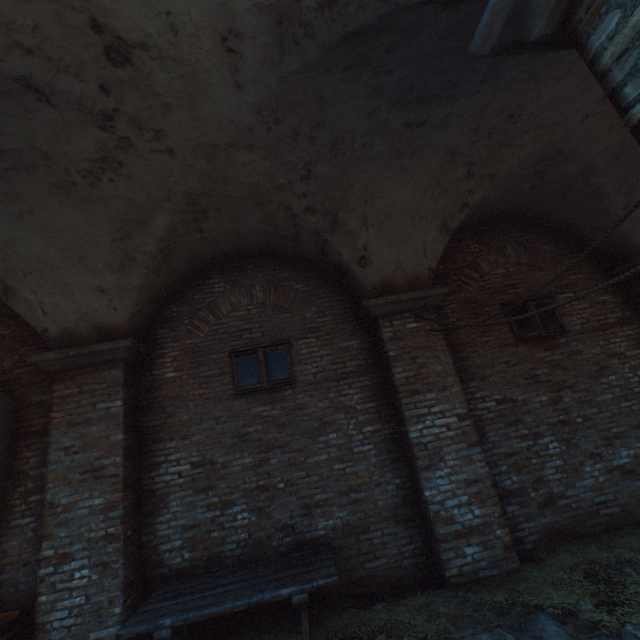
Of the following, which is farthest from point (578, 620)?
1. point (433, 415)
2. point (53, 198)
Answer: point (53, 198)

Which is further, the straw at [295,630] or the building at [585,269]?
the building at [585,269]

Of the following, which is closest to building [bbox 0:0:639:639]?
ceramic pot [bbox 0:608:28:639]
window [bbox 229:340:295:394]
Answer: ceramic pot [bbox 0:608:28:639]

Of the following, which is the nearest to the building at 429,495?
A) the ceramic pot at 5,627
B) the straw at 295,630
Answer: the straw at 295,630

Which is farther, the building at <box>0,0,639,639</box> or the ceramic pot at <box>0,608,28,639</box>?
the ceramic pot at <box>0,608,28,639</box>

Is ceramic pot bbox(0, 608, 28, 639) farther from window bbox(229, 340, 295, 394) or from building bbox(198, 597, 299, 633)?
building bbox(198, 597, 299, 633)

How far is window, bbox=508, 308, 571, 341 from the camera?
5.7 meters
